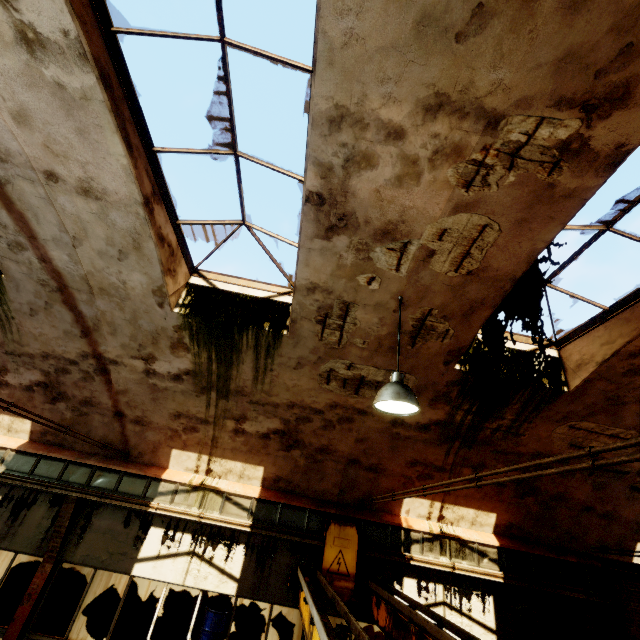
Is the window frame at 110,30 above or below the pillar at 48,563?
above

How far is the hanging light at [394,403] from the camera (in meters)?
3.65

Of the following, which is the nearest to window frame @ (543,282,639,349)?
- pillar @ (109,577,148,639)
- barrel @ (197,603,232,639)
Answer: barrel @ (197,603,232,639)

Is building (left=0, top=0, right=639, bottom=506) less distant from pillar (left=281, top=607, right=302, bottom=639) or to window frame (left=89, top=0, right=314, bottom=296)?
window frame (left=89, top=0, right=314, bottom=296)

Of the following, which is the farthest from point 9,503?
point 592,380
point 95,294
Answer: point 592,380

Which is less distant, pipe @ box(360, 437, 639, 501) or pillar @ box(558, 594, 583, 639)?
pipe @ box(360, 437, 639, 501)

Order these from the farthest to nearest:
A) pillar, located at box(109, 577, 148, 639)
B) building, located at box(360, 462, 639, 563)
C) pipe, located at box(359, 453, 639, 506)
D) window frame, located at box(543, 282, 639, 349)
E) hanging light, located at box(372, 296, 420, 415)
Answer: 1. pillar, located at box(109, 577, 148, 639)
2. building, located at box(360, 462, 639, 563)
3. window frame, located at box(543, 282, 639, 349)
4. hanging light, located at box(372, 296, 420, 415)
5. pipe, located at box(359, 453, 639, 506)

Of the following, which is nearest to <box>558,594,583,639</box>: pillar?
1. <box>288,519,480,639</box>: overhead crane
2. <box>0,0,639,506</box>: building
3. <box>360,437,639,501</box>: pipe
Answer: <box>0,0,639,506</box>: building
